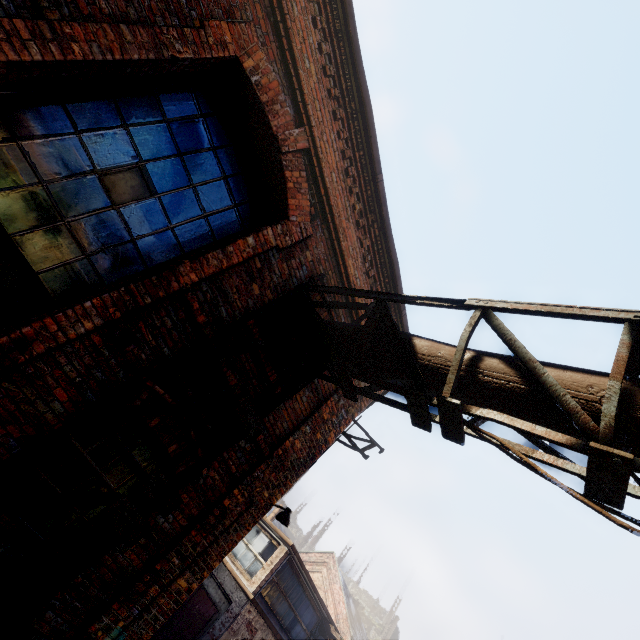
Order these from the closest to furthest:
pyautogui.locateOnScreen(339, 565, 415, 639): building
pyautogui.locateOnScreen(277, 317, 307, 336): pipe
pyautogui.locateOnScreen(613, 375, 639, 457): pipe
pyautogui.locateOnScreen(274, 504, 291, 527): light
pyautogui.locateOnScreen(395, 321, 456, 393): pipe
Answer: pyautogui.locateOnScreen(613, 375, 639, 457): pipe
pyautogui.locateOnScreen(395, 321, 456, 393): pipe
pyautogui.locateOnScreen(277, 317, 307, 336): pipe
pyautogui.locateOnScreen(274, 504, 291, 527): light
pyautogui.locateOnScreen(339, 565, 415, 639): building

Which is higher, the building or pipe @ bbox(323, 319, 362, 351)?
the building

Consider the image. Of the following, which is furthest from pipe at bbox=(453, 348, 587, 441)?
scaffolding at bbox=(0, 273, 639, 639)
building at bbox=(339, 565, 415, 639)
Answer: building at bbox=(339, 565, 415, 639)

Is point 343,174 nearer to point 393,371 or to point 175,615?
point 393,371

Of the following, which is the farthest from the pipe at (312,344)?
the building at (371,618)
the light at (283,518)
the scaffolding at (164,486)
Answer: the building at (371,618)

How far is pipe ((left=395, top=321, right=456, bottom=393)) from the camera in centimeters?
296cm

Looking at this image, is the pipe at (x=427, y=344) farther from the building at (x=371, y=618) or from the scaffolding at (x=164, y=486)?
the building at (x=371, y=618)
